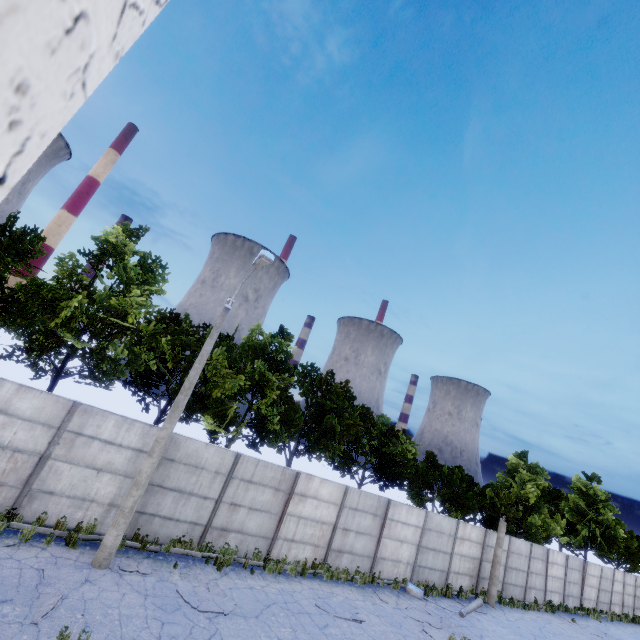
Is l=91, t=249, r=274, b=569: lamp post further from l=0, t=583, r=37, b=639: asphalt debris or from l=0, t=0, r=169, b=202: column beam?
l=0, t=0, r=169, b=202: column beam

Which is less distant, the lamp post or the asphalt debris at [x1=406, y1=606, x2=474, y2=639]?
the lamp post

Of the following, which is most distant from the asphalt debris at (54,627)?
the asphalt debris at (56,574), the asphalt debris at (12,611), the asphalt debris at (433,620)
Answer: the asphalt debris at (433,620)

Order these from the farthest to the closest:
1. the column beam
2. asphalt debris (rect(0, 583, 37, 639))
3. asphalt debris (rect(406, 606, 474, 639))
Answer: asphalt debris (rect(406, 606, 474, 639)) → asphalt debris (rect(0, 583, 37, 639)) → the column beam

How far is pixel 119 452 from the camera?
11.3m

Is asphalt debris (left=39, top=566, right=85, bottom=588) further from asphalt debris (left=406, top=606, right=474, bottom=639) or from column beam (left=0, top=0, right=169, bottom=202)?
asphalt debris (left=406, top=606, right=474, bottom=639)

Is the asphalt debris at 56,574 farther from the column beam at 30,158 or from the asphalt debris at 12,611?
the column beam at 30,158

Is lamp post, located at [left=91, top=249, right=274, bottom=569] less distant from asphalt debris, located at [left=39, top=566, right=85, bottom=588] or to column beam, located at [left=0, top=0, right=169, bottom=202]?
asphalt debris, located at [left=39, top=566, right=85, bottom=588]
